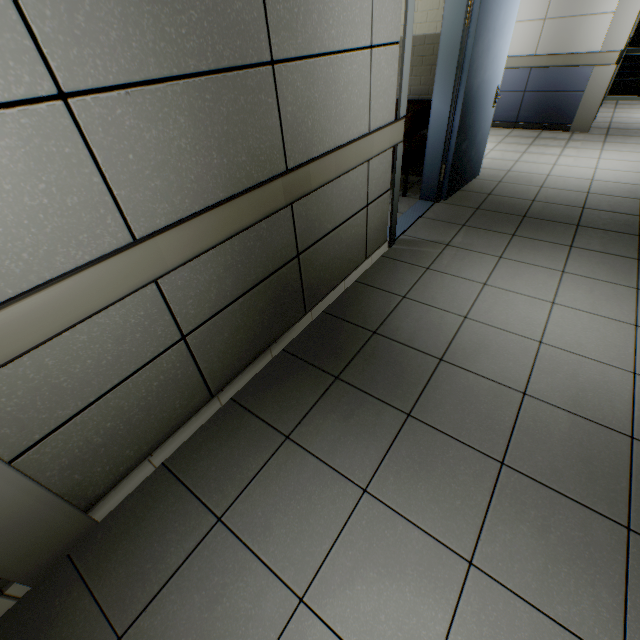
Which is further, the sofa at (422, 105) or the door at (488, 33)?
the sofa at (422, 105)

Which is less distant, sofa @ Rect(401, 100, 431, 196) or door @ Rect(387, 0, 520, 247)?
door @ Rect(387, 0, 520, 247)

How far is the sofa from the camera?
3.7m

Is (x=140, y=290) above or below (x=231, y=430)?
above

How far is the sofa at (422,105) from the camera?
3.65m
